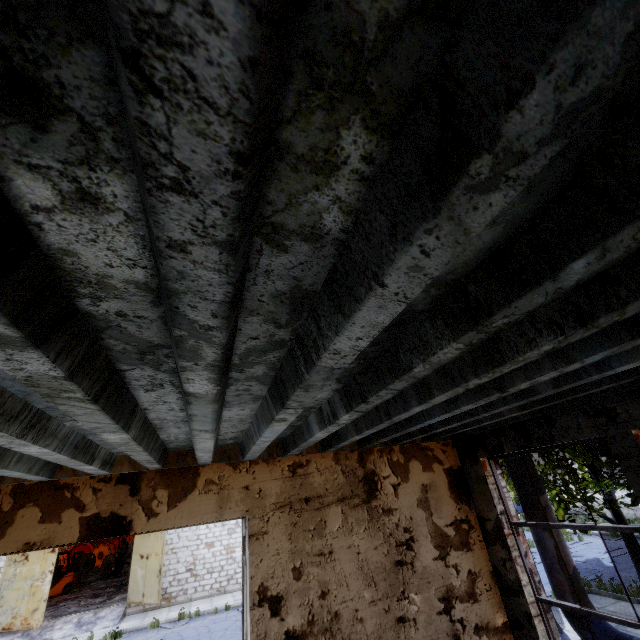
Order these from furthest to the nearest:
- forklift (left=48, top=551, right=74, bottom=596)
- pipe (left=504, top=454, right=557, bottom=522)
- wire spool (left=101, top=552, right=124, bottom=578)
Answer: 1. wire spool (left=101, top=552, right=124, bottom=578)
2. forklift (left=48, top=551, right=74, bottom=596)
3. pipe (left=504, top=454, right=557, bottom=522)

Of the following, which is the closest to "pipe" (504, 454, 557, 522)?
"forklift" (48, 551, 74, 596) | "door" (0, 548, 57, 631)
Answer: "door" (0, 548, 57, 631)

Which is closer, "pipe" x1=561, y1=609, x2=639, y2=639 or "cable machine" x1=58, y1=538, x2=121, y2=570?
"pipe" x1=561, y1=609, x2=639, y2=639

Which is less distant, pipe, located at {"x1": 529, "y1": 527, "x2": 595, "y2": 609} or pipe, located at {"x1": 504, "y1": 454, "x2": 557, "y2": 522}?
pipe, located at {"x1": 529, "y1": 527, "x2": 595, "y2": 609}

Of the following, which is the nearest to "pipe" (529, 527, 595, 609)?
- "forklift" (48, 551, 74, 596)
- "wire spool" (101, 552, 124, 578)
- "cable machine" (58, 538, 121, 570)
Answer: "wire spool" (101, 552, 124, 578)

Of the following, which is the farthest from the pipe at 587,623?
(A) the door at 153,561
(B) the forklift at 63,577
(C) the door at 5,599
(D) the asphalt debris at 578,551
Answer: (B) the forklift at 63,577

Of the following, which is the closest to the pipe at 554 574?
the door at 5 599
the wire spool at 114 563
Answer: the wire spool at 114 563

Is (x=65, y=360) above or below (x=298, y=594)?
above
